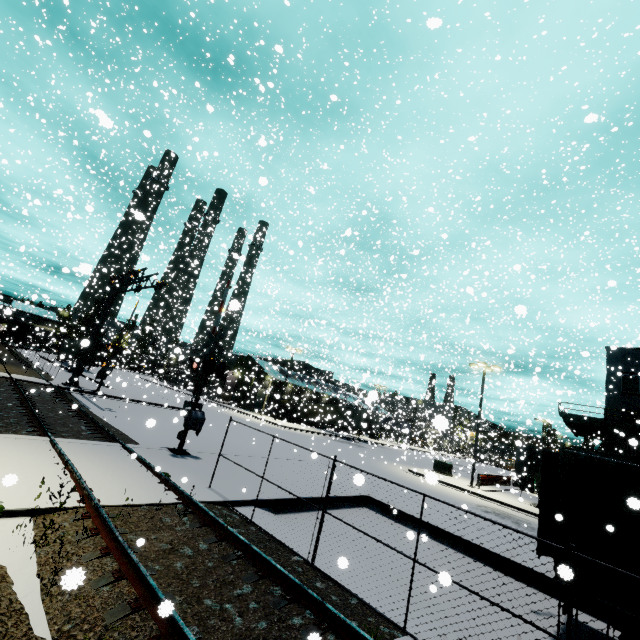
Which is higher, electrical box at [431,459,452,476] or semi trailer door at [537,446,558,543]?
semi trailer door at [537,446,558,543]

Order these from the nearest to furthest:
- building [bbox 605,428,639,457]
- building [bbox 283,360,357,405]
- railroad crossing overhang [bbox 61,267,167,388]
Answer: building [bbox 605,428,639,457] → railroad crossing overhang [bbox 61,267,167,388] → building [bbox 283,360,357,405]

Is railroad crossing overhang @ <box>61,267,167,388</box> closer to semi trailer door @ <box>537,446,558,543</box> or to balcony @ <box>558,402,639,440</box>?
semi trailer door @ <box>537,446,558,543</box>

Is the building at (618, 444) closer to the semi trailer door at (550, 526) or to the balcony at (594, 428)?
the balcony at (594, 428)

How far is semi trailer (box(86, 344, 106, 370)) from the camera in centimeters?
4075cm

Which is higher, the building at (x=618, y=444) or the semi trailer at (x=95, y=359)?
the building at (x=618, y=444)

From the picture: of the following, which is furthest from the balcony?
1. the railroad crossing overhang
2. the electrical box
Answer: the railroad crossing overhang

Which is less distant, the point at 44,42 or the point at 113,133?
the point at 113,133
